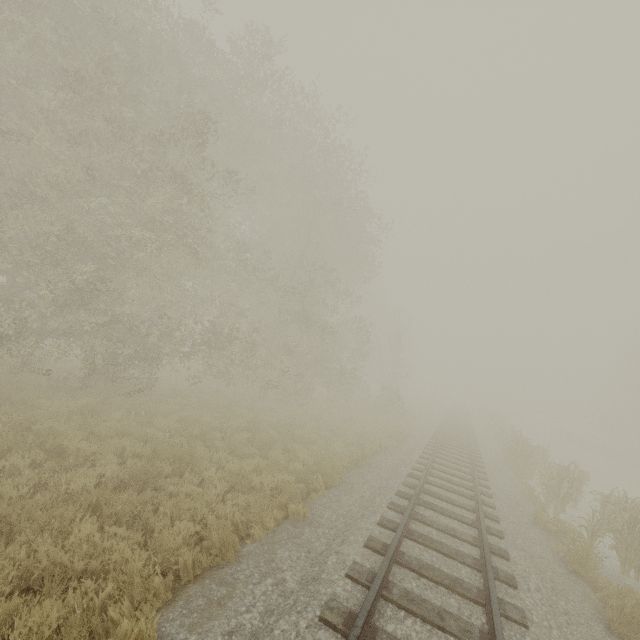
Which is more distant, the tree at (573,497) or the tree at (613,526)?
the tree at (573,497)

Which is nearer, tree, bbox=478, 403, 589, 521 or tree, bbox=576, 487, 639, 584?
tree, bbox=576, 487, 639, 584

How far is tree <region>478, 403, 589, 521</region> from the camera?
11.7m

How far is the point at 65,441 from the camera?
6.9 meters

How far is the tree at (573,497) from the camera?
11.7 meters
